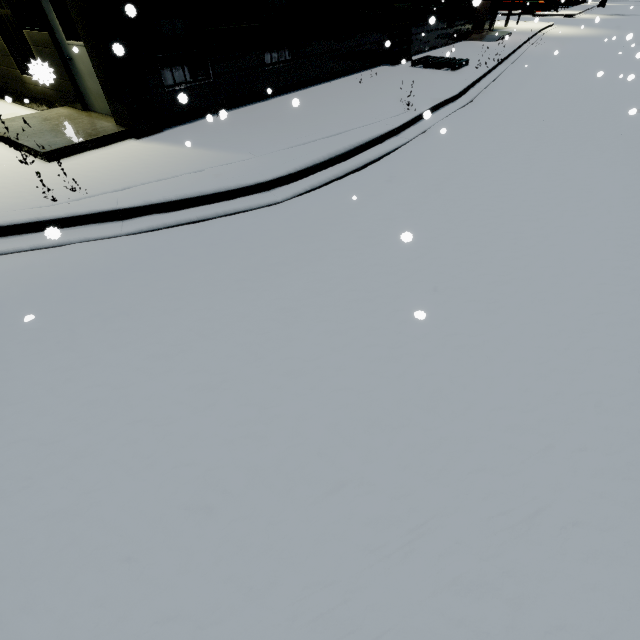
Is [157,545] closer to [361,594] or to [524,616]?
[361,594]
